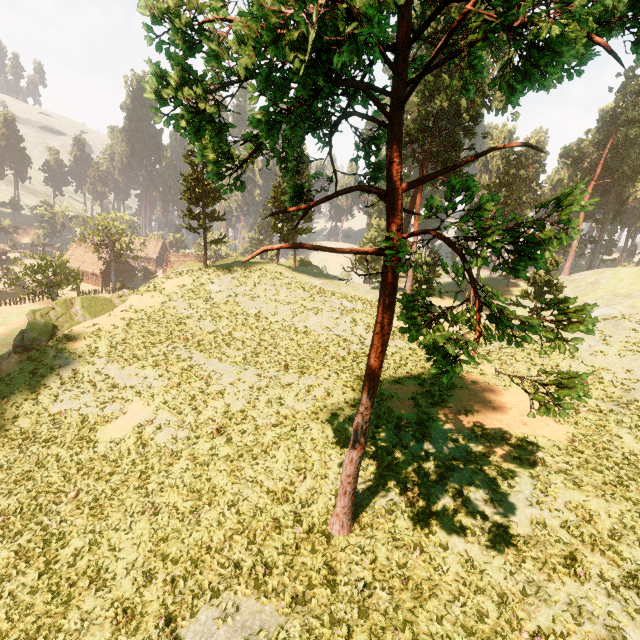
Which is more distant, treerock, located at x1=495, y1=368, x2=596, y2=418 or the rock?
the rock

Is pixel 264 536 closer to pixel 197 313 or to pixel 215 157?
pixel 215 157

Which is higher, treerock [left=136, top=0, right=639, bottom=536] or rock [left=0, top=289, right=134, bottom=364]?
treerock [left=136, top=0, right=639, bottom=536]

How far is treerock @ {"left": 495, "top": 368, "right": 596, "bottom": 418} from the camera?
4.74m

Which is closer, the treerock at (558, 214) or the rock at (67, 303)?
the treerock at (558, 214)
